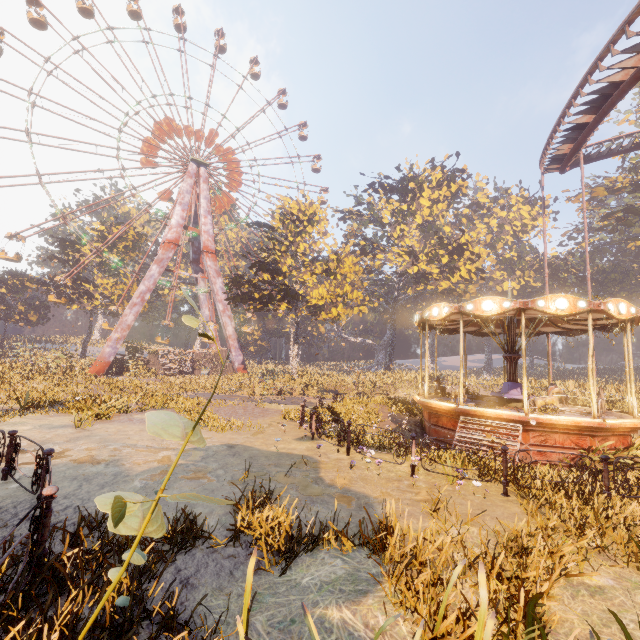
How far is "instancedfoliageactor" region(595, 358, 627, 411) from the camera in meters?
17.2 m

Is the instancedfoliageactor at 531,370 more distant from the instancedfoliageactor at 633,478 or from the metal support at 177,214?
the metal support at 177,214

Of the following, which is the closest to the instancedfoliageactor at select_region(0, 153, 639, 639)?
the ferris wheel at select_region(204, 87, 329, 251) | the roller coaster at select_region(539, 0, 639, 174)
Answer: the roller coaster at select_region(539, 0, 639, 174)

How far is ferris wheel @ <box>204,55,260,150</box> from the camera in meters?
43.2

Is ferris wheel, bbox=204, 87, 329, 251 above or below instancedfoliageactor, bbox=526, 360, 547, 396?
above

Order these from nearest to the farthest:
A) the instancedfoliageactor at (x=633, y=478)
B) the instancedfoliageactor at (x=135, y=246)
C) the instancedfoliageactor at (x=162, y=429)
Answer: the instancedfoliageactor at (x=162, y=429), the instancedfoliageactor at (x=633, y=478), the instancedfoliageactor at (x=135, y=246)

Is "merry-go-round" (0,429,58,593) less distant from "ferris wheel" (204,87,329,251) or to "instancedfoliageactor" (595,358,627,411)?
"instancedfoliageactor" (595,358,627,411)

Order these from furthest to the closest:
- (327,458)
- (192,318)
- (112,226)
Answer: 1. (112,226)
2. (327,458)
3. (192,318)
